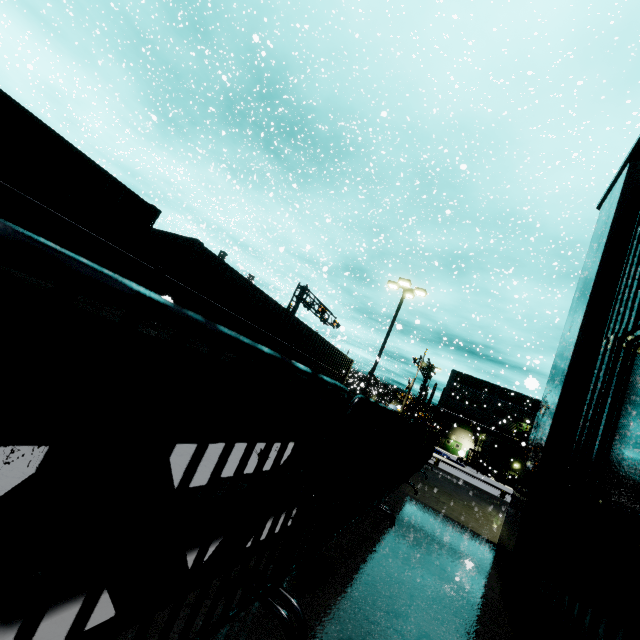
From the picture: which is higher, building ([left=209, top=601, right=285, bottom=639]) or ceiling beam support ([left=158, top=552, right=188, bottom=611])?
→ building ([left=209, top=601, right=285, bottom=639])

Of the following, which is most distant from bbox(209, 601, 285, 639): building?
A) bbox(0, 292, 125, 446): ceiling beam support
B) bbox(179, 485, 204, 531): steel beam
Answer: bbox(179, 485, 204, 531): steel beam

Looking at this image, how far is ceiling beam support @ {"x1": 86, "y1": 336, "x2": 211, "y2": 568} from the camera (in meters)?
1.15

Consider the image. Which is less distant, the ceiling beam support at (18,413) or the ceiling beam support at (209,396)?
the ceiling beam support at (18,413)

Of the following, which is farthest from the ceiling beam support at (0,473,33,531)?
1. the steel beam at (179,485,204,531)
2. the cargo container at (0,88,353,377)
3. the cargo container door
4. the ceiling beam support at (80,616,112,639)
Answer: the cargo container door

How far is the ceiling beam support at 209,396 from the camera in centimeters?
131cm

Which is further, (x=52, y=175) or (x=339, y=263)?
(x=339, y=263)

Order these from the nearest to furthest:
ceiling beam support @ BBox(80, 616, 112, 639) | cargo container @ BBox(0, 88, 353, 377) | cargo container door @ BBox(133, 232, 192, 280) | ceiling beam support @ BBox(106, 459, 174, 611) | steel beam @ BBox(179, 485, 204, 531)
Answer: ceiling beam support @ BBox(106, 459, 174, 611) < ceiling beam support @ BBox(80, 616, 112, 639) < steel beam @ BBox(179, 485, 204, 531) < cargo container @ BBox(0, 88, 353, 377) < cargo container door @ BBox(133, 232, 192, 280)
